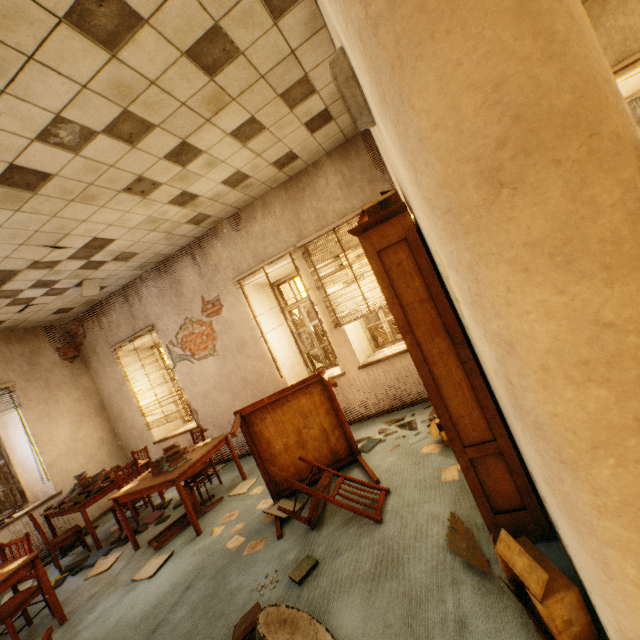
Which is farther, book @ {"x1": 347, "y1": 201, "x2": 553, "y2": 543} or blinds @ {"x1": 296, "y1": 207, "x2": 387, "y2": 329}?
blinds @ {"x1": 296, "y1": 207, "x2": 387, "y2": 329}

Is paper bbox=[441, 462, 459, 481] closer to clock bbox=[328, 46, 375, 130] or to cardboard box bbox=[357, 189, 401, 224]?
cardboard box bbox=[357, 189, 401, 224]

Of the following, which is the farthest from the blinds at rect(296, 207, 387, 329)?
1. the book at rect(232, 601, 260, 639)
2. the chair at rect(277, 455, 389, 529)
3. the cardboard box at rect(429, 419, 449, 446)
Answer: Answer: the book at rect(232, 601, 260, 639)

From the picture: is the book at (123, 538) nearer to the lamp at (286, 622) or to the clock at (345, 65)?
the lamp at (286, 622)

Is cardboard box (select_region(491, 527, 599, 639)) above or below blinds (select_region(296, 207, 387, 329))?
below

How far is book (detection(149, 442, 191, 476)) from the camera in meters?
4.2

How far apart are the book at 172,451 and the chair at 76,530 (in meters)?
1.78

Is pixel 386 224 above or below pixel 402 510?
above
